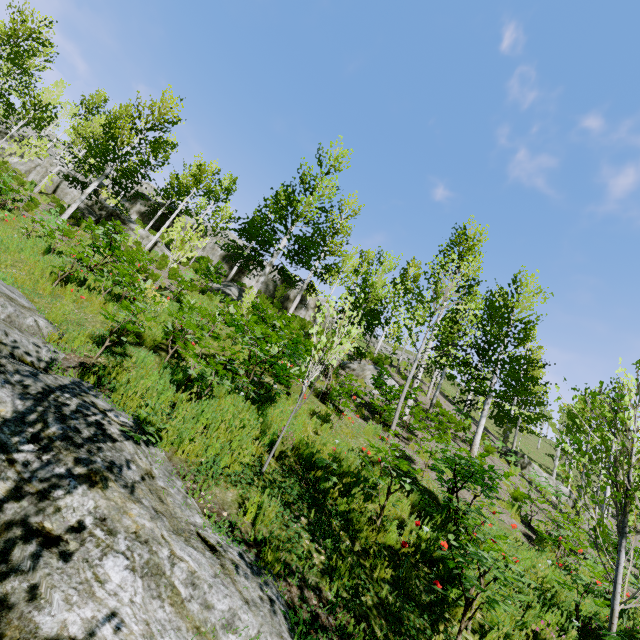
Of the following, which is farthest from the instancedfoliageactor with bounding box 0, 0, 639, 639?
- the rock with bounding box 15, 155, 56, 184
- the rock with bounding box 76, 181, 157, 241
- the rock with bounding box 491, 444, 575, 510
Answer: the rock with bounding box 491, 444, 575, 510

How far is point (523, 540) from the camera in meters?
7.9 m

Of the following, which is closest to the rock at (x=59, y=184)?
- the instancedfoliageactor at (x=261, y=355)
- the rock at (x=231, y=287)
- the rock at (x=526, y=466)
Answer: the instancedfoliageactor at (x=261, y=355)

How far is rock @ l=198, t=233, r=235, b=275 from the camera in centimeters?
2809cm

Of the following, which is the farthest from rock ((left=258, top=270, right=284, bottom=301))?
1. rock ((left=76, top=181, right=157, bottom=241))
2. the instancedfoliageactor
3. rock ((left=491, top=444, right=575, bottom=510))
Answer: rock ((left=491, top=444, right=575, bottom=510))

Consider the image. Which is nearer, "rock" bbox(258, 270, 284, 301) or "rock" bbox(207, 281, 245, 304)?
"rock" bbox(207, 281, 245, 304)

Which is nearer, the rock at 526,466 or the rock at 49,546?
the rock at 49,546

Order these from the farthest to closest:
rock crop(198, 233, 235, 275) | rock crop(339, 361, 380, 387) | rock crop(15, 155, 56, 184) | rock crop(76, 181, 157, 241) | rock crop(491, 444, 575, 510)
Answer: rock crop(198, 233, 235, 275) → rock crop(15, 155, 56, 184) → rock crop(76, 181, 157, 241) → rock crop(491, 444, 575, 510) → rock crop(339, 361, 380, 387)
